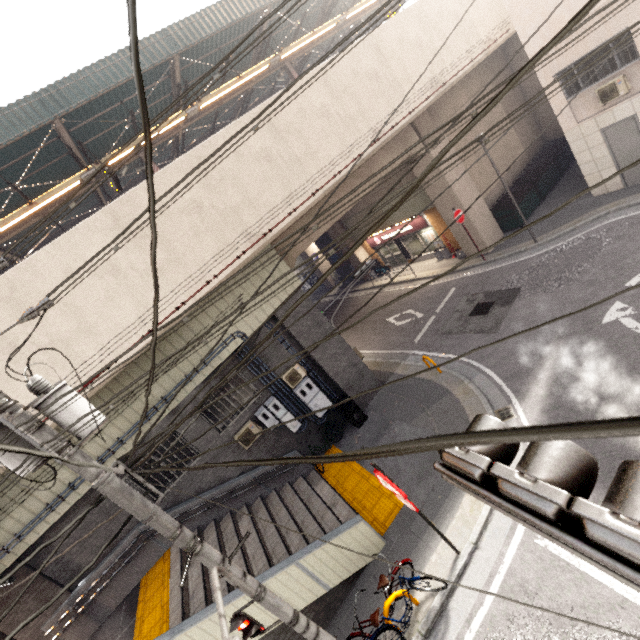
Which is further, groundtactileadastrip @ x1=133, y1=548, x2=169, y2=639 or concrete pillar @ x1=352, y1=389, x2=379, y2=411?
concrete pillar @ x1=352, y1=389, x2=379, y2=411

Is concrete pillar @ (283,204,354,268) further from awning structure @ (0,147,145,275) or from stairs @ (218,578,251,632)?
awning structure @ (0,147,145,275)

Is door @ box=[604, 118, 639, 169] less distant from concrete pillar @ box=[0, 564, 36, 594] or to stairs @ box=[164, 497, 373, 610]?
stairs @ box=[164, 497, 373, 610]

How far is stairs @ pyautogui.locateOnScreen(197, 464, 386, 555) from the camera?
7.4 meters

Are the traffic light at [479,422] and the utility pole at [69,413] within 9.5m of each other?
yes

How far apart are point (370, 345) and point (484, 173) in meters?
10.2 m

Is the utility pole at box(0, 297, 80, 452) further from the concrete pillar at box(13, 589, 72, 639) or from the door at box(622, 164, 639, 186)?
the door at box(622, 164, 639, 186)

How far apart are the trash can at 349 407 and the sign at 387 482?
5.25m
